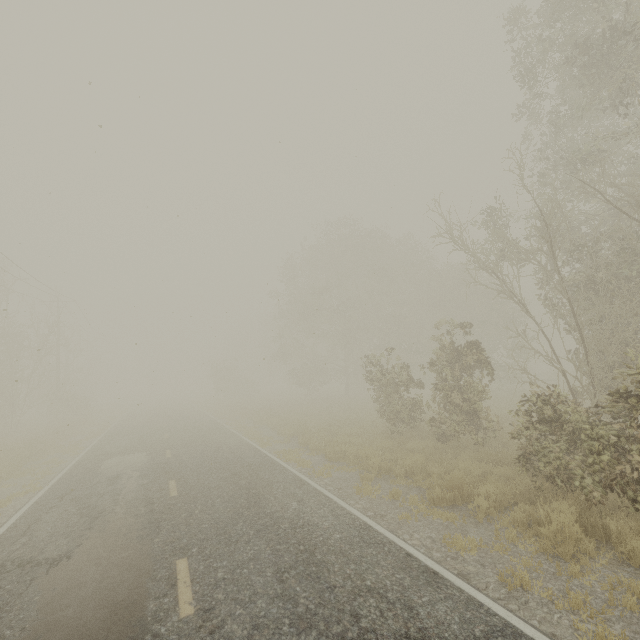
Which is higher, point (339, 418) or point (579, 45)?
point (579, 45)
